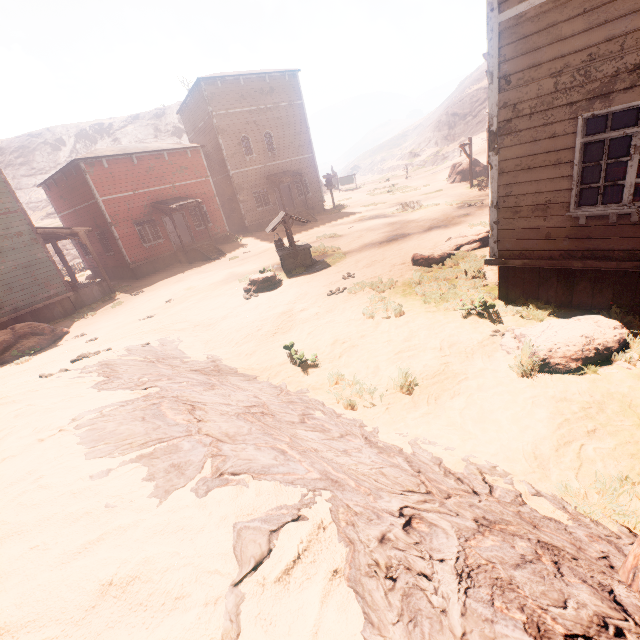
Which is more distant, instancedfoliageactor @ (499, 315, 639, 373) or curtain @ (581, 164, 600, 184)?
curtain @ (581, 164, 600, 184)

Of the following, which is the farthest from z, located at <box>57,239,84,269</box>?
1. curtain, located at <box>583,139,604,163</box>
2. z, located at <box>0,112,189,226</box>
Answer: z, located at <box>0,112,189,226</box>

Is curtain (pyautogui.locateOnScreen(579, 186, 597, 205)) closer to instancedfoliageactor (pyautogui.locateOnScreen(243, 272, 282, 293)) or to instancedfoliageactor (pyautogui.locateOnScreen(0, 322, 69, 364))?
instancedfoliageactor (pyautogui.locateOnScreen(243, 272, 282, 293))

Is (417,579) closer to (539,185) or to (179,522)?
(179,522)

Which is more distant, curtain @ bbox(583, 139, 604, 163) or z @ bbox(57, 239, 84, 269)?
z @ bbox(57, 239, 84, 269)

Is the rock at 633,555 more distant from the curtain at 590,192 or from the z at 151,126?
the z at 151,126

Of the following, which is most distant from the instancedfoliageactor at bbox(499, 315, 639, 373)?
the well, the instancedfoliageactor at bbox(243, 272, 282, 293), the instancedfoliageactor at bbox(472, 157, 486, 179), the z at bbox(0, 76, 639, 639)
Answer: the instancedfoliageactor at bbox(472, 157, 486, 179)

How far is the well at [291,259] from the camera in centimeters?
1304cm
